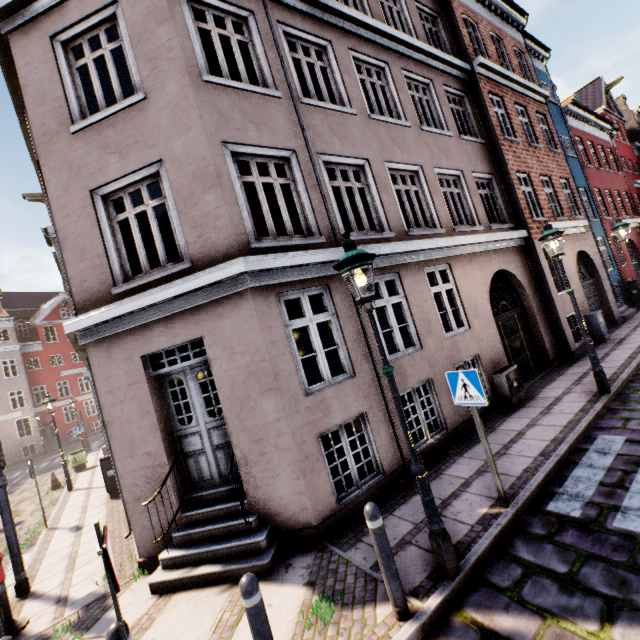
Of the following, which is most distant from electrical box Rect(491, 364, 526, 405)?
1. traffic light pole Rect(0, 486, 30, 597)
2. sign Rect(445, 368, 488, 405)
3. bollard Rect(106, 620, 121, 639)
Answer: traffic light pole Rect(0, 486, 30, 597)

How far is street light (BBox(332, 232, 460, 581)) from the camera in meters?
3.5

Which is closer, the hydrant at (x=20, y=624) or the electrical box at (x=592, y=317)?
the hydrant at (x=20, y=624)

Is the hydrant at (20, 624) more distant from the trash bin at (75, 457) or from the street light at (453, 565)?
the trash bin at (75, 457)

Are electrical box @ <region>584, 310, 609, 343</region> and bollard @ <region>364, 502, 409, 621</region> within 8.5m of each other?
no

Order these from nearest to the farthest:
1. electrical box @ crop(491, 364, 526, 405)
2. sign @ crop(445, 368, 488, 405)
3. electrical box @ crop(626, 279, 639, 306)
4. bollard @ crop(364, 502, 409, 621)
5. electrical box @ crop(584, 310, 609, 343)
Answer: bollard @ crop(364, 502, 409, 621) → sign @ crop(445, 368, 488, 405) → electrical box @ crop(491, 364, 526, 405) → electrical box @ crop(584, 310, 609, 343) → electrical box @ crop(626, 279, 639, 306)

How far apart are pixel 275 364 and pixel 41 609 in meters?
5.5

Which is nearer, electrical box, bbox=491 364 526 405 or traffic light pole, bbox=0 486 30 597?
traffic light pole, bbox=0 486 30 597
